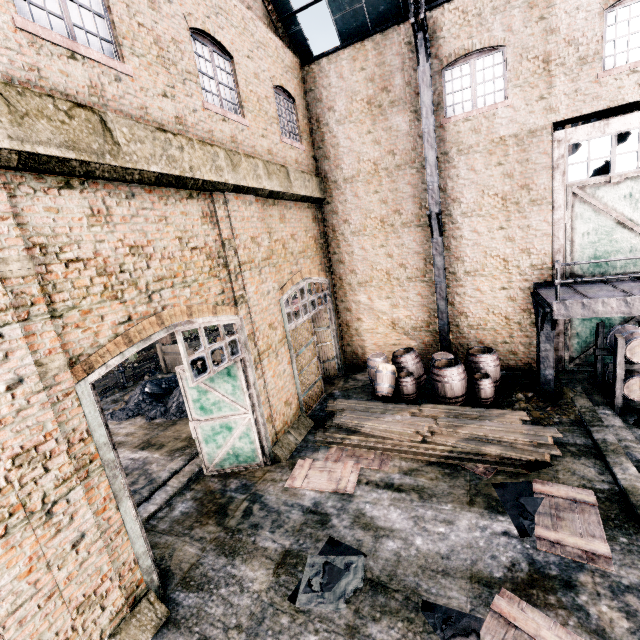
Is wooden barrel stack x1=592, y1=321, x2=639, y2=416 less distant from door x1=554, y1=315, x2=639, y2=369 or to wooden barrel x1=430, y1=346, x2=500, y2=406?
door x1=554, y1=315, x2=639, y2=369

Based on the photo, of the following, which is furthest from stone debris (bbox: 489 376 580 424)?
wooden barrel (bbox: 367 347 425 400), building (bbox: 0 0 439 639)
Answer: building (bbox: 0 0 439 639)

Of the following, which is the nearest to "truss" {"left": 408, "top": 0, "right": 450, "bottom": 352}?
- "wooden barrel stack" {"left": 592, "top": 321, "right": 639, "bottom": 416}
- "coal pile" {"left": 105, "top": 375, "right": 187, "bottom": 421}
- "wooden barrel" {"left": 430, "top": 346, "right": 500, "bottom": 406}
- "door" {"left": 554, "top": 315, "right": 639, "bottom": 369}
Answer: "wooden barrel" {"left": 430, "top": 346, "right": 500, "bottom": 406}

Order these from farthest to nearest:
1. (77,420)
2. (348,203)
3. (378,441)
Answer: (348,203) < (378,441) < (77,420)

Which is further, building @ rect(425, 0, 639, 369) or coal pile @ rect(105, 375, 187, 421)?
coal pile @ rect(105, 375, 187, 421)

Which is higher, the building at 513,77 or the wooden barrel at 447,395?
the building at 513,77

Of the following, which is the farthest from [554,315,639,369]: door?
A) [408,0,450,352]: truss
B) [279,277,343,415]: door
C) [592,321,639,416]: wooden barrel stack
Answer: [279,277,343,415]: door

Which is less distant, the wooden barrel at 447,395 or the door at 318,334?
the wooden barrel at 447,395
